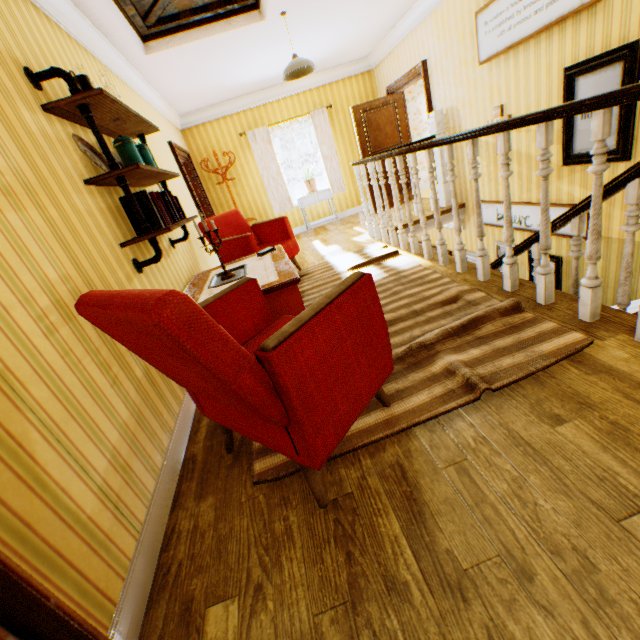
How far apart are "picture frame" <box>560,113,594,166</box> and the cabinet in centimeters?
476cm

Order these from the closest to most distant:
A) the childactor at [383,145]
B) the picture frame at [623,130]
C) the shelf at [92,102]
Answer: the shelf at [92,102]
the picture frame at [623,130]
the childactor at [383,145]

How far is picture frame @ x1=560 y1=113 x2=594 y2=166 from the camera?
3.5 meters

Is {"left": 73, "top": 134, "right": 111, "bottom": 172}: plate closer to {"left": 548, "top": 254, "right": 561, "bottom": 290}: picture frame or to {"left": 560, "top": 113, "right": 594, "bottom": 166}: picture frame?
{"left": 560, "top": 113, "right": 594, "bottom": 166}: picture frame

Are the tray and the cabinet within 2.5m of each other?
no

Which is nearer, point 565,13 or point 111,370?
point 111,370

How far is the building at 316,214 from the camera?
8.32m

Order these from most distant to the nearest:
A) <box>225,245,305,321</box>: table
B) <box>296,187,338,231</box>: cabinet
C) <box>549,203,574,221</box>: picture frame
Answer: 1. <box>296,187,338,231</box>: cabinet
2. <box>549,203,574,221</box>: picture frame
3. <box>225,245,305,321</box>: table
